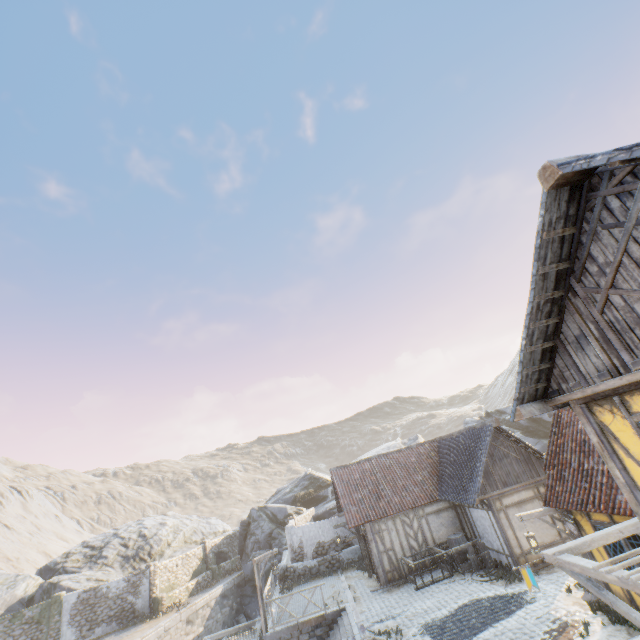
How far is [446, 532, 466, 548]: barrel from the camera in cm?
1653

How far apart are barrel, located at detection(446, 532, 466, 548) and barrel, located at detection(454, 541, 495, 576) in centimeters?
100cm

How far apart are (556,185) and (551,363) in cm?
323

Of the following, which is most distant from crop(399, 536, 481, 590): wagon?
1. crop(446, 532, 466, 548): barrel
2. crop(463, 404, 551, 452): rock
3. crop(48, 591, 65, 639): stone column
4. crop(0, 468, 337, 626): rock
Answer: crop(48, 591, 65, 639): stone column

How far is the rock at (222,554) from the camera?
30.4m

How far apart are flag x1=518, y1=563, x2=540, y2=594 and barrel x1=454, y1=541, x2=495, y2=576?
8.7m

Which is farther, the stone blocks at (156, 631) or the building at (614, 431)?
the stone blocks at (156, 631)

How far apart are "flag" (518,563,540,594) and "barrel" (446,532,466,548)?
10.6 meters
